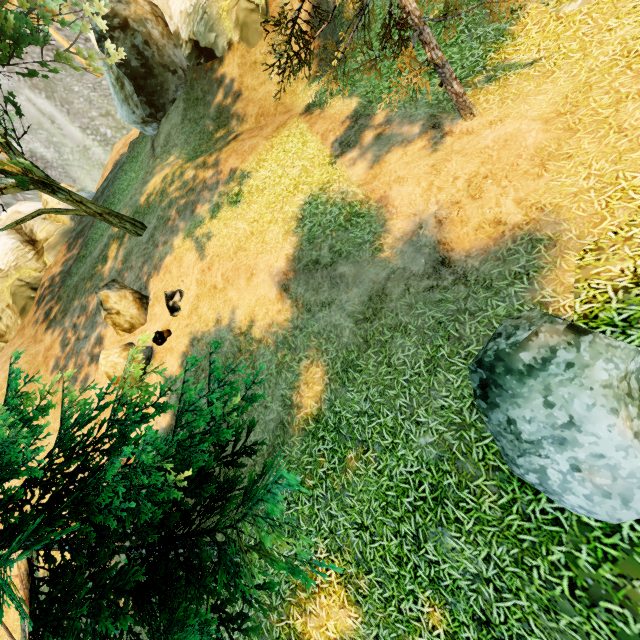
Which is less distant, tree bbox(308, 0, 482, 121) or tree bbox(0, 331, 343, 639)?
tree bbox(0, 331, 343, 639)

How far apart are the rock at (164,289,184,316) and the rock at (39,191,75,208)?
15.39m

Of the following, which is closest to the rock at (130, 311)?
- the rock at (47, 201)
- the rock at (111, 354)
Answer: the rock at (111, 354)

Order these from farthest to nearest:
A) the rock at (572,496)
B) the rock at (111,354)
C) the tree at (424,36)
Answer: the rock at (111,354) < the tree at (424,36) < the rock at (572,496)

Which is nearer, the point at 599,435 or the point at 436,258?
the point at 599,435

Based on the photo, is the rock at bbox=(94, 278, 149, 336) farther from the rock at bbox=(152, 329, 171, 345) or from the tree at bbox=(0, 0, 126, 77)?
the tree at bbox=(0, 0, 126, 77)

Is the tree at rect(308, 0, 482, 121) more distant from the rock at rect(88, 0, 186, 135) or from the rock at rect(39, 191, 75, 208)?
the rock at rect(39, 191, 75, 208)

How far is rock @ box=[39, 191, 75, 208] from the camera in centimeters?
A: 2077cm
